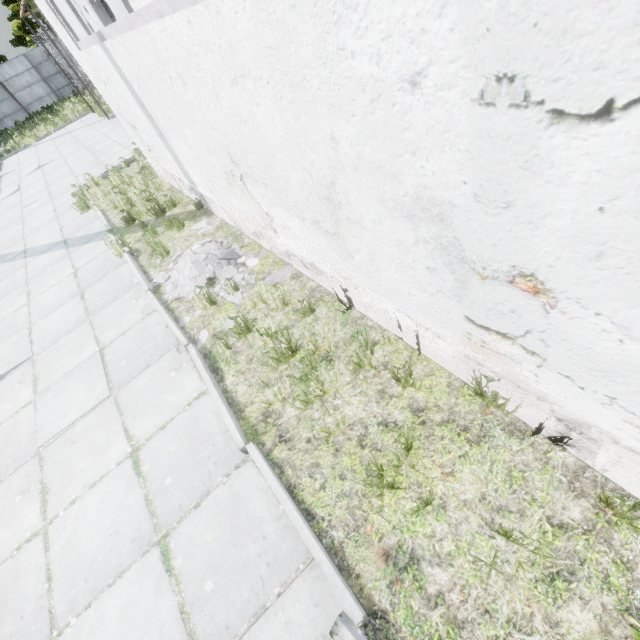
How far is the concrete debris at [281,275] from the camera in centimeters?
441cm

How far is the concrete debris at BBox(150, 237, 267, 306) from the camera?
4.7 meters

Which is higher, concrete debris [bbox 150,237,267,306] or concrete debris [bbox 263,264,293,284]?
concrete debris [bbox 150,237,267,306]

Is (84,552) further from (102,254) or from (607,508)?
(102,254)
